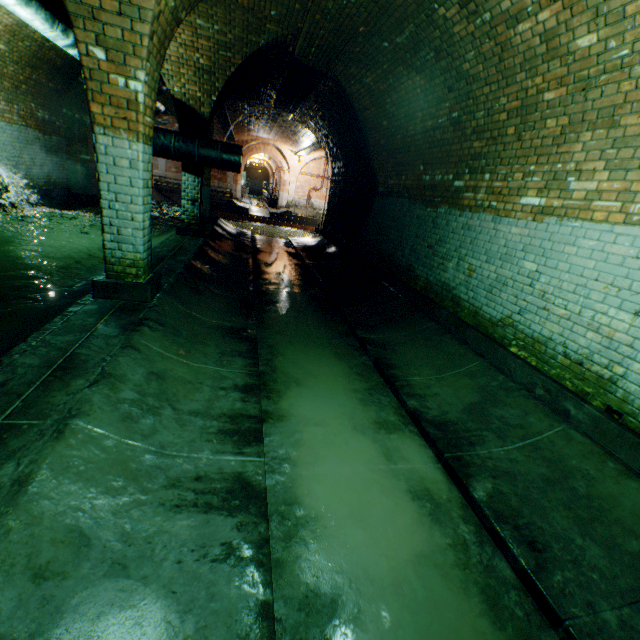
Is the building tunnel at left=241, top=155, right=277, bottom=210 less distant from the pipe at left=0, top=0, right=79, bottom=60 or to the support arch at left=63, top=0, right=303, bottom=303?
the pipe at left=0, top=0, right=79, bottom=60

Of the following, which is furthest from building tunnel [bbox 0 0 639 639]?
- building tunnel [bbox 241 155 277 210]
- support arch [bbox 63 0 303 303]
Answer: building tunnel [bbox 241 155 277 210]

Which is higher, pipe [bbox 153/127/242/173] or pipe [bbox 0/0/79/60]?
pipe [bbox 0/0/79/60]

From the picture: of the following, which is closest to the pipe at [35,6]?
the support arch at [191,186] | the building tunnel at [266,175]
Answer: the support arch at [191,186]

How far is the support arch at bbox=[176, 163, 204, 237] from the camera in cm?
794

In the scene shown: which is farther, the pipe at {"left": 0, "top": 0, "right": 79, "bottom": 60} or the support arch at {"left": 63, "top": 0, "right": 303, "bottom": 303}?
the pipe at {"left": 0, "top": 0, "right": 79, "bottom": 60}

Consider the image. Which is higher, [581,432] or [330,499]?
[581,432]

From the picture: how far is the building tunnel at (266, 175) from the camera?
A: 34.38m
